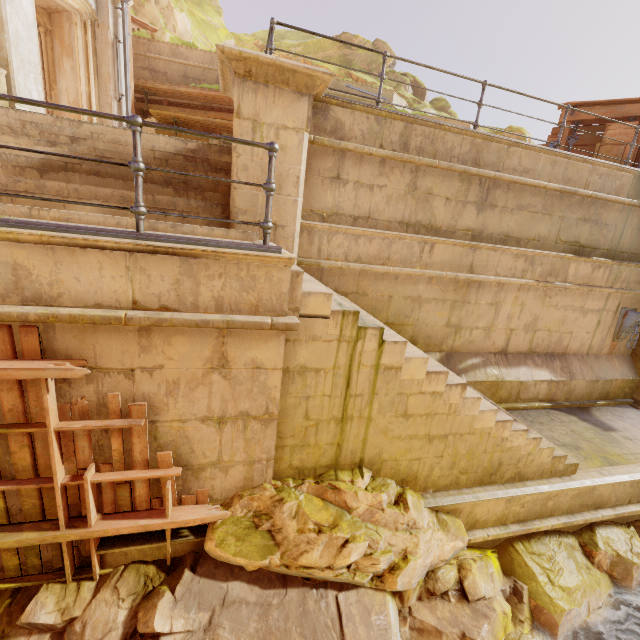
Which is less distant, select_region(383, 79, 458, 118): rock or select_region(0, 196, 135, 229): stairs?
select_region(0, 196, 135, 229): stairs

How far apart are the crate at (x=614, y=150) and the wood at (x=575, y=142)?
0.0 meters

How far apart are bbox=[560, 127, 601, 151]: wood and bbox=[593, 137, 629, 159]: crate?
0.03m

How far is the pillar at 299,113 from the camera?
4.5m

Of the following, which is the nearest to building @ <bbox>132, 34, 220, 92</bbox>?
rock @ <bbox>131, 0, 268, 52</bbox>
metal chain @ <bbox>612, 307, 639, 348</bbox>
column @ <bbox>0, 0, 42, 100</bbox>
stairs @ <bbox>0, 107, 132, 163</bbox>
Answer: stairs @ <bbox>0, 107, 132, 163</bbox>

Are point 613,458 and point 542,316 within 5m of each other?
yes

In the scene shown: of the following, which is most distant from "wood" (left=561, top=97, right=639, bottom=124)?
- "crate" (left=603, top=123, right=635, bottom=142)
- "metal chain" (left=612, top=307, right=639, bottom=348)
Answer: "metal chain" (left=612, top=307, right=639, bottom=348)
